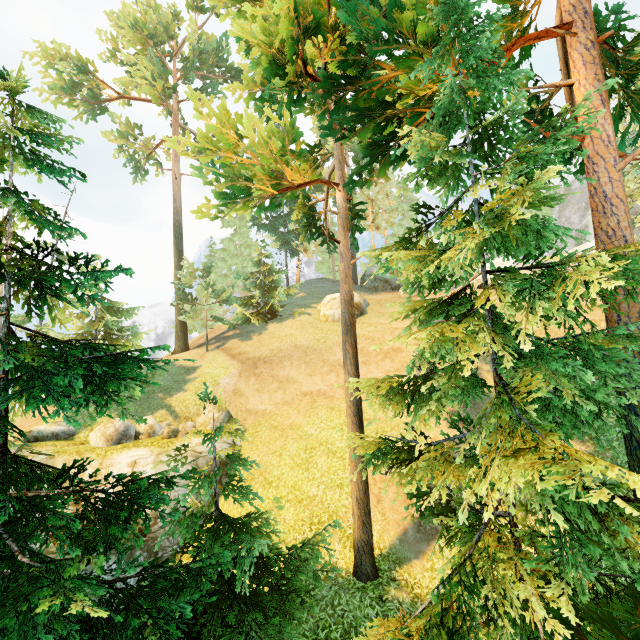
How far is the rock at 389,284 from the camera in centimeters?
3284cm

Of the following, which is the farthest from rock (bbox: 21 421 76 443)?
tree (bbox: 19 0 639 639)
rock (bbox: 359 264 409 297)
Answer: rock (bbox: 359 264 409 297)

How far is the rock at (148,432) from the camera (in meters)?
16.38

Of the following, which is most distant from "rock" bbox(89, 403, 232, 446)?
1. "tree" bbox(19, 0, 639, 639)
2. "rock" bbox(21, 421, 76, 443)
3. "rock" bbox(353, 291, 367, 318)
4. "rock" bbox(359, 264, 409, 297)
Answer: "rock" bbox(359, 264, 409, 297)

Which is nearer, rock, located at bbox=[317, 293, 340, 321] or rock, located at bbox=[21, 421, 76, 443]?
rock, located at bbox=[21, 421, 76, 443]

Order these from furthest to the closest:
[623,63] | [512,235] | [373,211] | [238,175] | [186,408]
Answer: [373,211]
[186,408]
[238,175]
[623,63]
[512,235]

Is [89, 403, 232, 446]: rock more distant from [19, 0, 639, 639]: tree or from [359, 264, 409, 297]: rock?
[359, 264, 409, 297]: rock
